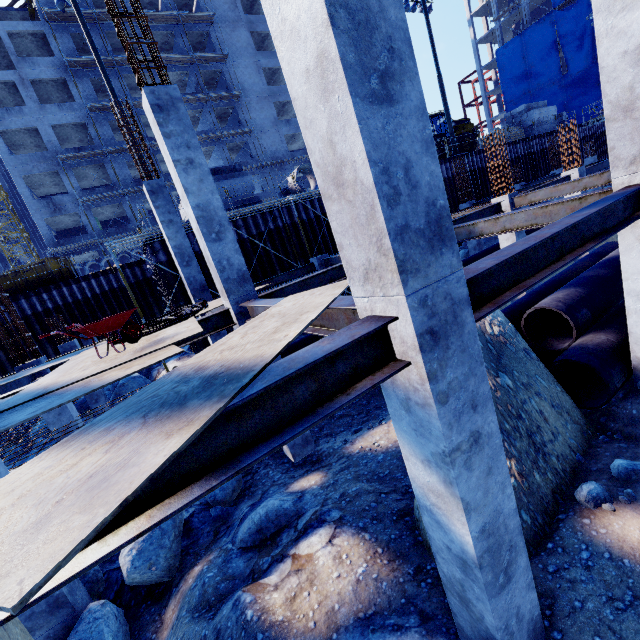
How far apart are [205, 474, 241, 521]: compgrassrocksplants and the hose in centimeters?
405cm

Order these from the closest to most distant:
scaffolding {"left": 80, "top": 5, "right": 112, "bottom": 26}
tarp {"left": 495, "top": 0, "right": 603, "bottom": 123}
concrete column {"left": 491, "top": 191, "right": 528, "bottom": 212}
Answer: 1. concrete column {"left": 491, "top": 191, "right": 528, "bottom": 212}
2. scaffolding {"left": 80, "top": 5, "right": 112, "bottom": 26}
3. tarp {"left": 495, "top": 0, "right": 603, "bottom": 123}

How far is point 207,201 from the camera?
6.2m

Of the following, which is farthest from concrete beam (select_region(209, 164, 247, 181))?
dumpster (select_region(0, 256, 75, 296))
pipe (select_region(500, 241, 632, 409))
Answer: pipe (select_region(500, 241, 632, 409))

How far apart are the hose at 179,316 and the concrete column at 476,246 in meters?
16.0

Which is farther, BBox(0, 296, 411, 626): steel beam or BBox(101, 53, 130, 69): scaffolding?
BBox(101, 53, 130, 69): scaffolding

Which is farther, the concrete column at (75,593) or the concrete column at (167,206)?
the concrete column at (167,206)

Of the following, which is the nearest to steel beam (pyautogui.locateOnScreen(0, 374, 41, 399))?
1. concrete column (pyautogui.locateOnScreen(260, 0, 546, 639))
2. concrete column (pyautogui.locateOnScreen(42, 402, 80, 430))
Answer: concrete column (pyautogui.locateOnScreen(42, 402, 80, 430))
